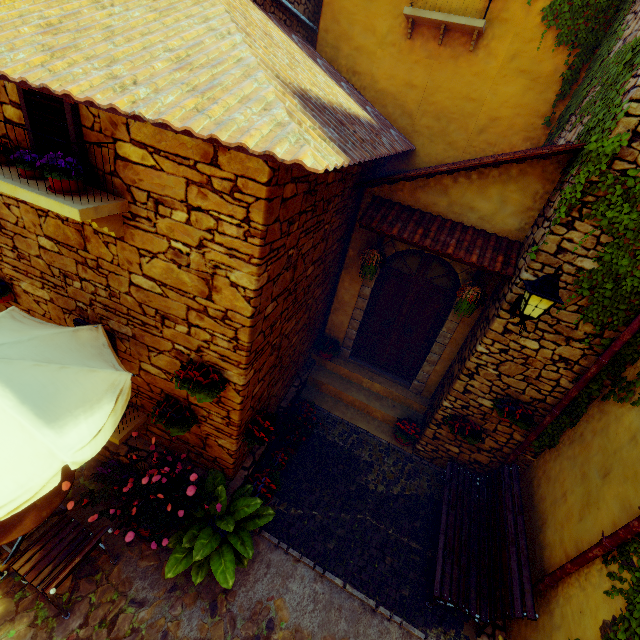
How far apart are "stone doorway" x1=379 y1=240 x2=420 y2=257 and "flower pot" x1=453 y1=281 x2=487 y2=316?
0.3m

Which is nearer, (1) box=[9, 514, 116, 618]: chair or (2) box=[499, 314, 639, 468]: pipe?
(1) box=[9, 514, 116, 618]: chair

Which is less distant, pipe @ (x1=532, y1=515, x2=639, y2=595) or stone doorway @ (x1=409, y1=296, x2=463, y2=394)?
pipe @ (x1=532, y1=515, x2=639, y2=595)

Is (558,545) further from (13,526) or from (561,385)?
(13,526)

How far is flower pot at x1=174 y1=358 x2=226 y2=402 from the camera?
3.5m

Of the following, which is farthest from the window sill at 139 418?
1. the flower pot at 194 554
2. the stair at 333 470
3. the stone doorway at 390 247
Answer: the stone doorway at 390 247

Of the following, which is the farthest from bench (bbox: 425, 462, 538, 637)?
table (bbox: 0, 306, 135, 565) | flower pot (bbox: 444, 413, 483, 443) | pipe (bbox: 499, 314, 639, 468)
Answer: table (bbox: 0, 306, 135, 565)

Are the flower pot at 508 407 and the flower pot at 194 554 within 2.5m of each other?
no
